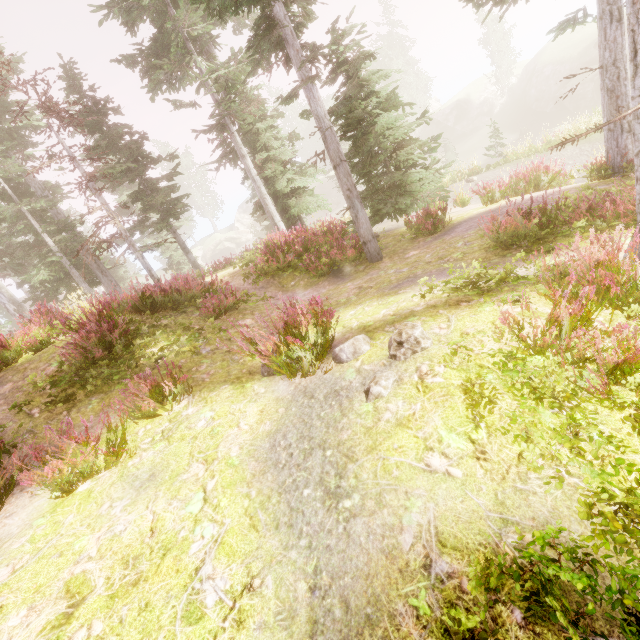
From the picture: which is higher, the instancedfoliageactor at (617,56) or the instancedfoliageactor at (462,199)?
the instancedfoliageactor at (617,56)

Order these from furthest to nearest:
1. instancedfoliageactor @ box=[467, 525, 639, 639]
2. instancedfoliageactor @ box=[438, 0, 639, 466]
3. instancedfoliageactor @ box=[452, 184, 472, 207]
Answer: instancedfoliageactor @ box=[452, 184, 472, 207]
instancedfoliageactor @ box=[438, 0, 639, 466]
instancedfoliageactor @ box=[467, 525, 639, 639]

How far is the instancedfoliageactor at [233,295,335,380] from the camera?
4.22m

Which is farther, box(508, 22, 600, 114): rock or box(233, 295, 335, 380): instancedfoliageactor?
box(508, 22, 600, 114): rock

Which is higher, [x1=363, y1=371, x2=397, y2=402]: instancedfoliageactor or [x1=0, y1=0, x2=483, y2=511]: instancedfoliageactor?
[x1=0, y1=0, x2=483, y2=511]: instancedfoliageactor

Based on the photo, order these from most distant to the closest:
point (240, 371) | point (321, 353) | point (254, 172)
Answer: point (254, 172) < point (240, 371) < point (321, 353)

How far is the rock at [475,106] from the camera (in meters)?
46.50

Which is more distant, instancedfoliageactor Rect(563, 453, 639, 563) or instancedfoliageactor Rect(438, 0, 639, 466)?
instancedfoliageactor Rect(438, 0, 639, 466)
